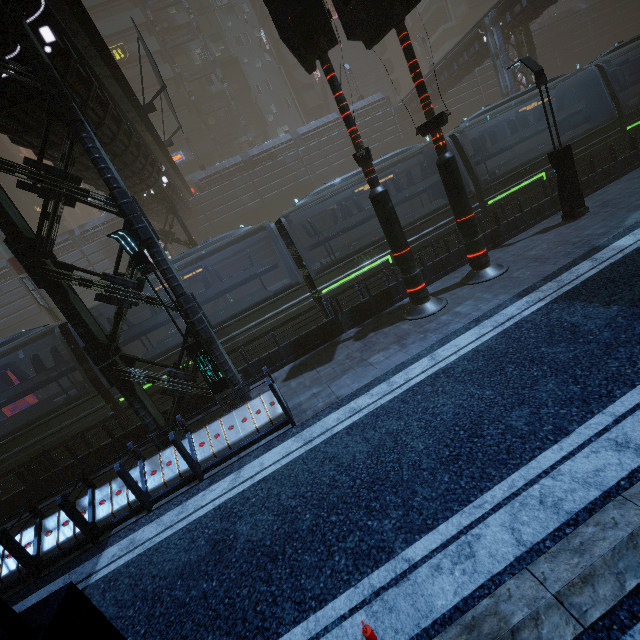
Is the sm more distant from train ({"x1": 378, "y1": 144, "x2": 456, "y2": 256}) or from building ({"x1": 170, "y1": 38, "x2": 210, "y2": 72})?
train ({"x1": 378, "y1": 144, "x2": 456, "y2": 256})

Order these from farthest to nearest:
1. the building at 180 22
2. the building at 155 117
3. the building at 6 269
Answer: the building at 180 22, the building at 155 117, the building at 6 269

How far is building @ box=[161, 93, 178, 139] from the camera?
39.00m

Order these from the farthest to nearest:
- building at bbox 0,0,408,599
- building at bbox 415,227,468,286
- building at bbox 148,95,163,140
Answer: building at bbox 148,95,163,140 → building at bbox 415,227,468,286 → building at bbox 0,0,408,599

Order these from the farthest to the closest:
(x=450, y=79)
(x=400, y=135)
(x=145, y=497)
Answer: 1. (x=400, y=135)
2. (x=450, y=79)
3. (x=145, y=497)

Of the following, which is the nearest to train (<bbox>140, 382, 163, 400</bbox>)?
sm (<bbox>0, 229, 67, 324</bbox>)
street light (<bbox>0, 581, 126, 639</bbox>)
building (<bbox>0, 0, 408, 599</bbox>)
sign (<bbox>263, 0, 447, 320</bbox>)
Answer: building (<bbox>0, 0, 408, 599</bbox>)

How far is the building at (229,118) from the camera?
43.09m
